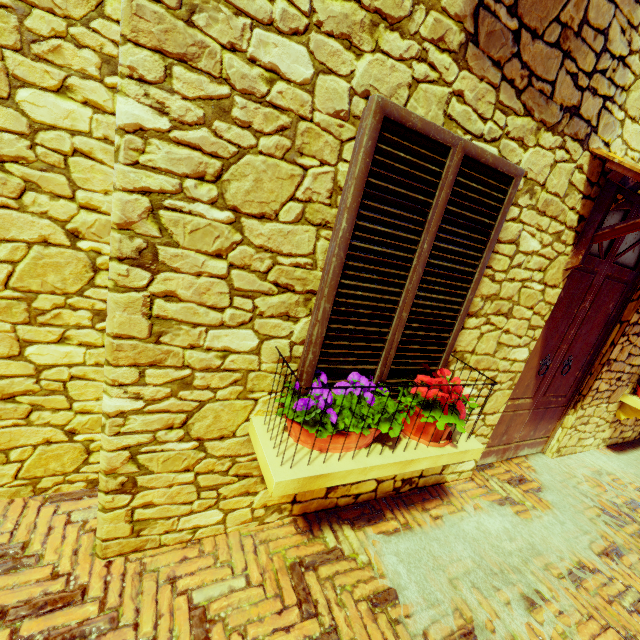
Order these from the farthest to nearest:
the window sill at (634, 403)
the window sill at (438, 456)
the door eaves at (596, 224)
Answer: the window sill at (634, 403), the door eaves at (596, 224), the window sill at (438, 456)

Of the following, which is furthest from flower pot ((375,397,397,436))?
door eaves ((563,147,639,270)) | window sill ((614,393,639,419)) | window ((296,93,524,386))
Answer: window sill ((614,393,639,419))

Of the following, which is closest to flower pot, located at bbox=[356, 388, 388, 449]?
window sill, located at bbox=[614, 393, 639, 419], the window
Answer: the window

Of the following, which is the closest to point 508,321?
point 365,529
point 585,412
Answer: point 365,529

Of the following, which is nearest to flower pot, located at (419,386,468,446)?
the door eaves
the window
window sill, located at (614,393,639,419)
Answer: the window

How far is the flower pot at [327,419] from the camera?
1.6 meters

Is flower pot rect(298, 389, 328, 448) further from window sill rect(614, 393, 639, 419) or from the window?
window sill rect(614, 393, 639, 419)
